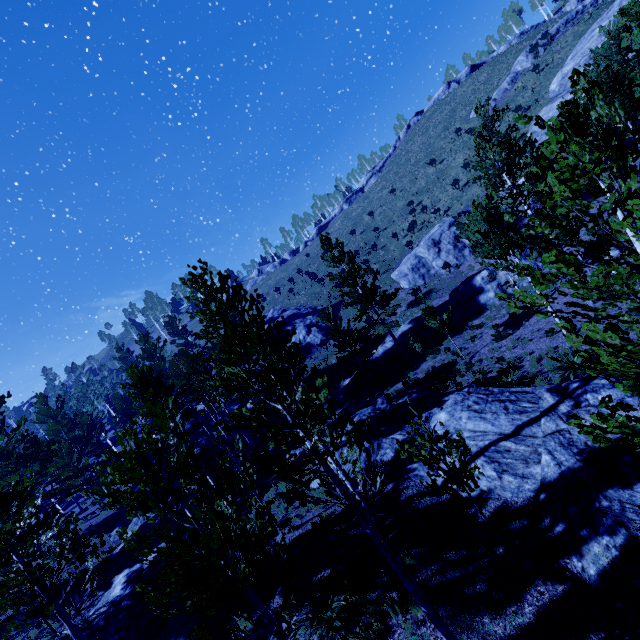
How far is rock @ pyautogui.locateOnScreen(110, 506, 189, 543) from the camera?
16.53m

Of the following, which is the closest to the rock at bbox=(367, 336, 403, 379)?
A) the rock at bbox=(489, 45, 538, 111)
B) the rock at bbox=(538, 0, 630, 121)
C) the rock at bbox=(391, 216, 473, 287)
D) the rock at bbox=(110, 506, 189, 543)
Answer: the rock at bbox=(391, 216, 473, 287)

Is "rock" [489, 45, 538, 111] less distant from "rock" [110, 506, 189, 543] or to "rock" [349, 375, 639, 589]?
"rock" [349, 375, 639, 589]

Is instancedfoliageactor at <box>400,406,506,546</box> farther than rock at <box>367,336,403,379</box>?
No

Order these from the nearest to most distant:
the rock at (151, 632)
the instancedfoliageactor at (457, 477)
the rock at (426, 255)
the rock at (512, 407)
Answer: the rock at (512, 407) < the instancedfoliageactor at (457, 477) < the rock at (151, 632) < the rock at (426, 255)

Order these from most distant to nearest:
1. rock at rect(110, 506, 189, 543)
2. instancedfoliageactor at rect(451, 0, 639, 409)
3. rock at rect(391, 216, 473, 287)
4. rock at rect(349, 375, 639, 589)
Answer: rock at rect(391, 216, 473, 287) → rock at rect(110, 506, 189, 543) → rock at rect(349, 375, 639, 589) → instancedfoliageactor at rect(451, 0, 639, 409)

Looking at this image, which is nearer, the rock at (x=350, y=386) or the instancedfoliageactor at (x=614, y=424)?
the instancedfoliageactor at (x=614, y=424)

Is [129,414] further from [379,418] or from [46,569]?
[46,569]
